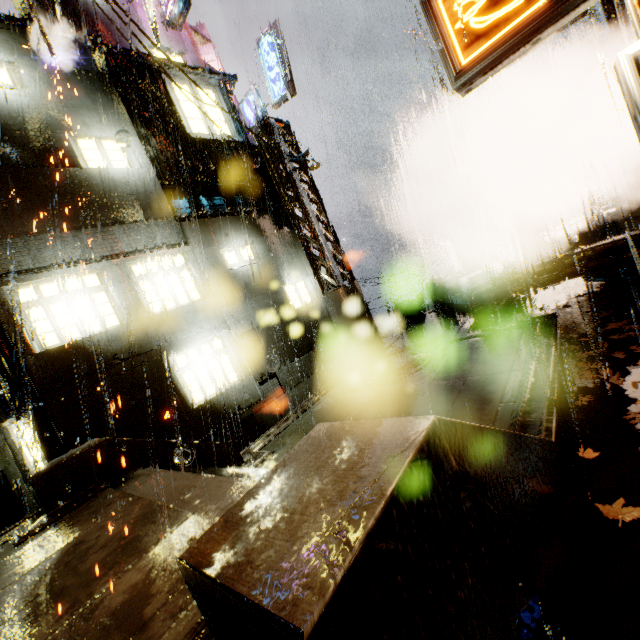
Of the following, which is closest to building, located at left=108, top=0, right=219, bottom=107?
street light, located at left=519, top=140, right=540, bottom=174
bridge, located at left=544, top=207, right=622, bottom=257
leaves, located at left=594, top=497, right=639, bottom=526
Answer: bridge, located at left=544, top=207, right=622, bottom=257

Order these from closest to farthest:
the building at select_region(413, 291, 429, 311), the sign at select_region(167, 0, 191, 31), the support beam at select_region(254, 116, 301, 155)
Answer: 1. the support beam at select_region(254, 116, 301, 155)
2. the sign at select_region(167, 0, 191, 31)
3. the building at select_region(413, 291, 429, 311)

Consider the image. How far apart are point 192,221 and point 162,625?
11.10m

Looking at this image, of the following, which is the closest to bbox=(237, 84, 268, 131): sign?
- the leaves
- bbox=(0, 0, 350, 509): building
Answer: bbox=(0, 0, 350, 509): building

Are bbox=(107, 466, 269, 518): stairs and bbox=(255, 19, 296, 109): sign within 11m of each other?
no

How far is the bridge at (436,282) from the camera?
11.27m

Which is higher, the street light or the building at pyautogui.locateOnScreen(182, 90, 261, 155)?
the building at pyautogui.locateOnScreen(182, 90, 261, 155)
